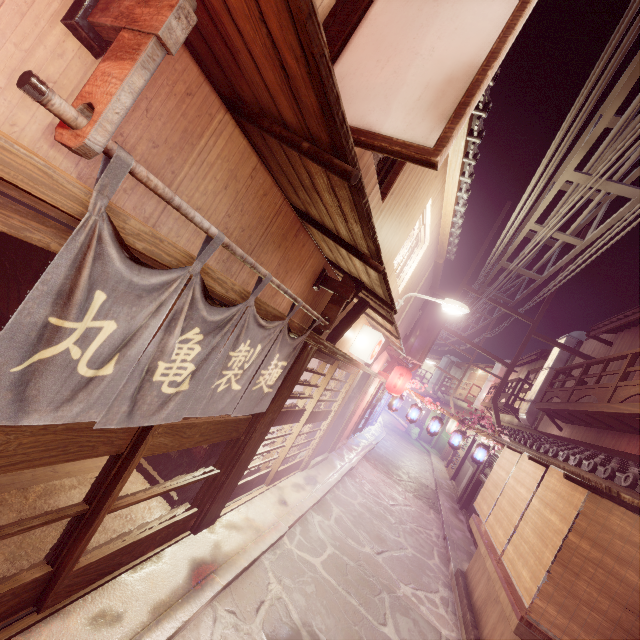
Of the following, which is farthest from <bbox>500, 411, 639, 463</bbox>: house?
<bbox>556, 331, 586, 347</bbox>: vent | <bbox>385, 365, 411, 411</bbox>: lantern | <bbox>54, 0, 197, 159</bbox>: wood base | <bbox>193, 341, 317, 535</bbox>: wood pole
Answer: <bbox>54, 0, 197, 159</bbox>: wood base

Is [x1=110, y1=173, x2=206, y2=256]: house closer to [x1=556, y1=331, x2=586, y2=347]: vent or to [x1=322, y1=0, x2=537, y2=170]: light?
[x1=322, y1=0, x2=537, y2=170]: light

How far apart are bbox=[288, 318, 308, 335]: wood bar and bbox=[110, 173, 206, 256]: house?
0.2 meters

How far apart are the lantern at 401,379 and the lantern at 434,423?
2.6m

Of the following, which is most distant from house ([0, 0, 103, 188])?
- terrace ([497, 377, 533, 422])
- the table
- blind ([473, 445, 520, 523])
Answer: terrace ([497, 377, 533, 422])

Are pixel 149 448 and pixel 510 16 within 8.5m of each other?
yes

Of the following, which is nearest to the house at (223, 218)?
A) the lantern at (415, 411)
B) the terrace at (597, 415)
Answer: the lantern at (415, 411)

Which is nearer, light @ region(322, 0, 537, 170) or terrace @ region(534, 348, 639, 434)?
light @ region(322, 0, 537, 170)
